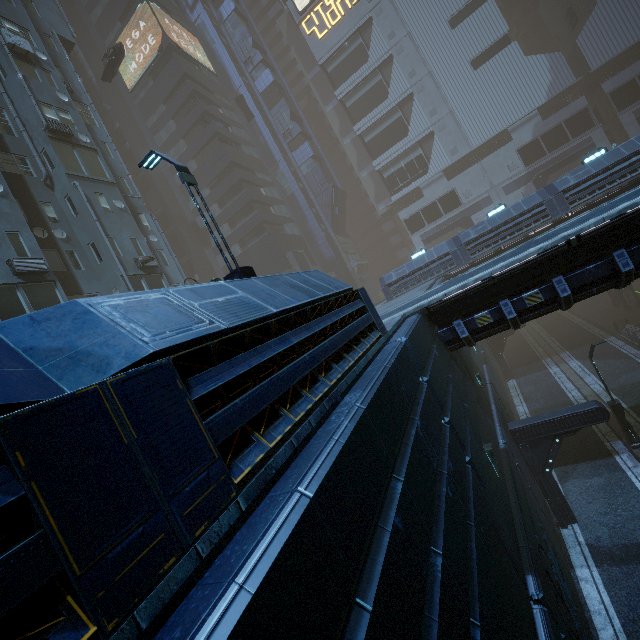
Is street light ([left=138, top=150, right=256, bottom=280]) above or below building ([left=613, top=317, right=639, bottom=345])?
above

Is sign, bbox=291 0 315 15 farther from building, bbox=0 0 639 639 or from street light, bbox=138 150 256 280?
street light, bbox=138 150 256 280

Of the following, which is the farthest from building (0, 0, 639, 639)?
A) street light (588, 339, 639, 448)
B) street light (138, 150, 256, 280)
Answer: street light (588, 339, 639, 448)

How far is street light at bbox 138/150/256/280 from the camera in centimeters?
793cm

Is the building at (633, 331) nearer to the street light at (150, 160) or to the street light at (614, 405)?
the street light at (150, 160)

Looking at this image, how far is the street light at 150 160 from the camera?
7.93m

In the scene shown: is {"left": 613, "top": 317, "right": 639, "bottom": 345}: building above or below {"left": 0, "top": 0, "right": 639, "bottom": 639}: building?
below

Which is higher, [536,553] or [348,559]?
[348,559]
